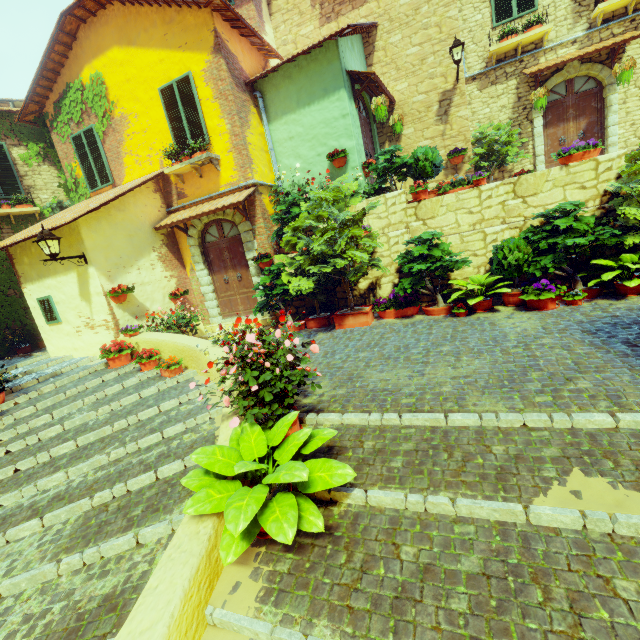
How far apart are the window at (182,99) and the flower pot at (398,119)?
5.4 meters

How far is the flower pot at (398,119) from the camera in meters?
9.6 m

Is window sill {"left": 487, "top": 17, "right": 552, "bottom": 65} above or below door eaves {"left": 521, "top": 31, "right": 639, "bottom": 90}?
above

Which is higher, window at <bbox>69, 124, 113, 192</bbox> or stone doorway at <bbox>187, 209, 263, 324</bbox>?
window at <bbox>69, 124, 113, 192</bbox>

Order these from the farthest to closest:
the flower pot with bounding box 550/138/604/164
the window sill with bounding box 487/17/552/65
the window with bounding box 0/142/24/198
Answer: the window with bounding box 0/142/24/198 < the window sill with bounding box 487/17/552/65 < the flower pot with bounding box 550/138/604/164

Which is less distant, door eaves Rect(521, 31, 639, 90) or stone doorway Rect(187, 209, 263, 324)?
door eaves Rect(521, 31, 639, 90)

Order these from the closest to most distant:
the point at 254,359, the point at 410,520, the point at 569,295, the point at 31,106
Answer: the point at 410,520
the point at 254,359
the point at 569,295
the point at 31,106

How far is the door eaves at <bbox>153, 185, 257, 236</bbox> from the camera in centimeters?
787cm
